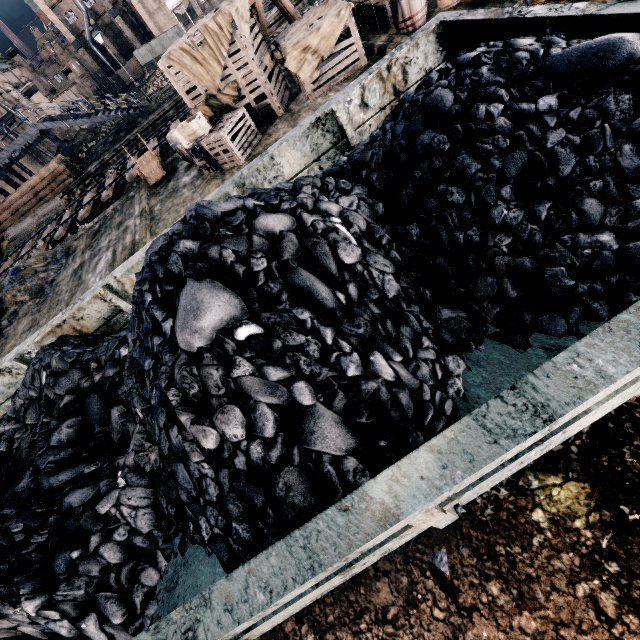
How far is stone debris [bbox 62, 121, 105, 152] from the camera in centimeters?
3752cm

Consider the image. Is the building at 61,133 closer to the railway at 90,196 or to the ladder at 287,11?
the railway at 90,196

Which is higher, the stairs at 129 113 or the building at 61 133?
the building at 61 133

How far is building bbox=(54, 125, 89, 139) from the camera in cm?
4084

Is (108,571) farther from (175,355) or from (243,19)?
(243,19)

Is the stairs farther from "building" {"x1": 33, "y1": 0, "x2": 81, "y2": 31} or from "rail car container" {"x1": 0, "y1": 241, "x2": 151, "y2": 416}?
"building" {"x1": 33, "y1": 0, "x2": 81, "y2": 31}

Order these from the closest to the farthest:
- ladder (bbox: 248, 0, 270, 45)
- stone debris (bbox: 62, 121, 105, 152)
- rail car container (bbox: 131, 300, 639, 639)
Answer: rail car container (bbox: 131, 300, 639, 639) → ladder (bbox: 248, 0, 270, 45) → stone debris (bbox: 62, 121, 105, 152)

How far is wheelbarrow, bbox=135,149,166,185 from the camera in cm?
1597
